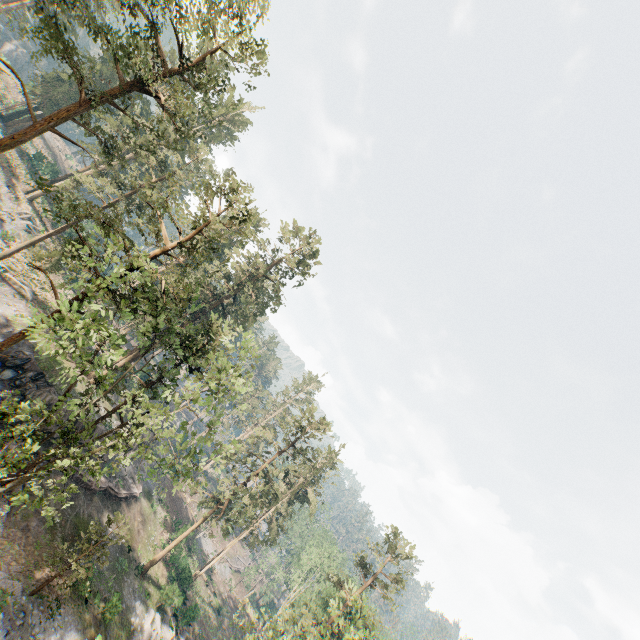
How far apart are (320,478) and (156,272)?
42.2m

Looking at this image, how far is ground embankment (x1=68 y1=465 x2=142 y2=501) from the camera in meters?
29.7 m

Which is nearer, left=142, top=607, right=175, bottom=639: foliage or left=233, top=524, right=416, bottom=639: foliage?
left=233, top=524, right=416, bottom=639: foliage

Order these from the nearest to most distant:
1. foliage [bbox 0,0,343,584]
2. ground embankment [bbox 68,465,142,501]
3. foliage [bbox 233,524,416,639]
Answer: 1. foliage [bbox 0,0,343,584]
2. foliage [bbox 233,524,416,639]
3. ground embankment [bbox 68,465,142,501]

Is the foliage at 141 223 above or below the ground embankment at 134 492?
above

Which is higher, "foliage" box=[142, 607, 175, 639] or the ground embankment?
the ground embankment

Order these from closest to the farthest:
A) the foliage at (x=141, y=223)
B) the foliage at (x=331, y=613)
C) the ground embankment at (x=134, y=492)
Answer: the foliage at (x=141, y=223) < the foliage at (x=331, y=613) < the ground embankment at (x=134, y=492)

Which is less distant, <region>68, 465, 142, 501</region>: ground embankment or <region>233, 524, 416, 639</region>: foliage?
<region>233, 524, 416, 639</region>: foliage
